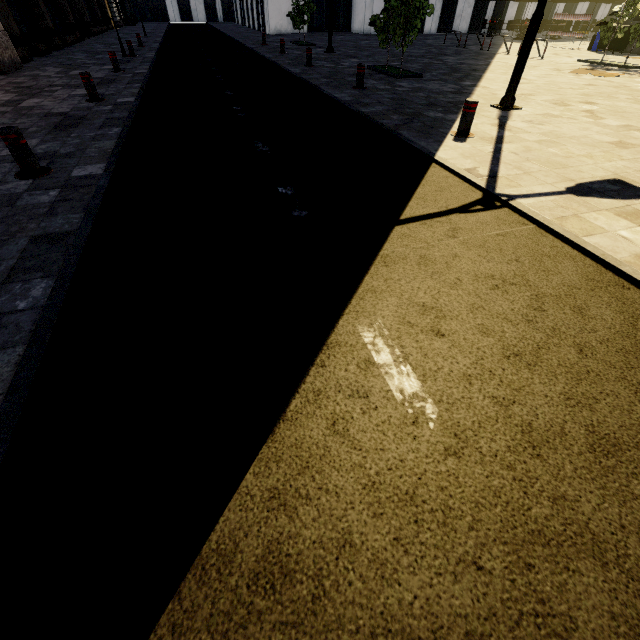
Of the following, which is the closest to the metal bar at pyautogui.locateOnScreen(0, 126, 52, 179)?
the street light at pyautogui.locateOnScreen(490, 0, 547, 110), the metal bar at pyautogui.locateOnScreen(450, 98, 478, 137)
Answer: the metal bar at pyautogui.locateOnScreen(450, 98, 478, 137)

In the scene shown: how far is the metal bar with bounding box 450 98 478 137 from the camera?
5.6 meters

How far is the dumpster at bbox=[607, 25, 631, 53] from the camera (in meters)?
16.78

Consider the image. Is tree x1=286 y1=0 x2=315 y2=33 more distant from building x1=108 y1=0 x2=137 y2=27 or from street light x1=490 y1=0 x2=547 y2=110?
street light x1=490 y1=0 x2=547 y2=110

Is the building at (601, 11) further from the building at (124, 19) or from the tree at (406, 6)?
the tree at (406, 6)

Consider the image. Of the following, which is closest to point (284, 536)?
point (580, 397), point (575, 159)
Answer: point (580, 397)

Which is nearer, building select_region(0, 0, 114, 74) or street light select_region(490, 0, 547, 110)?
street light select_region(490, 0, 547, 110)
